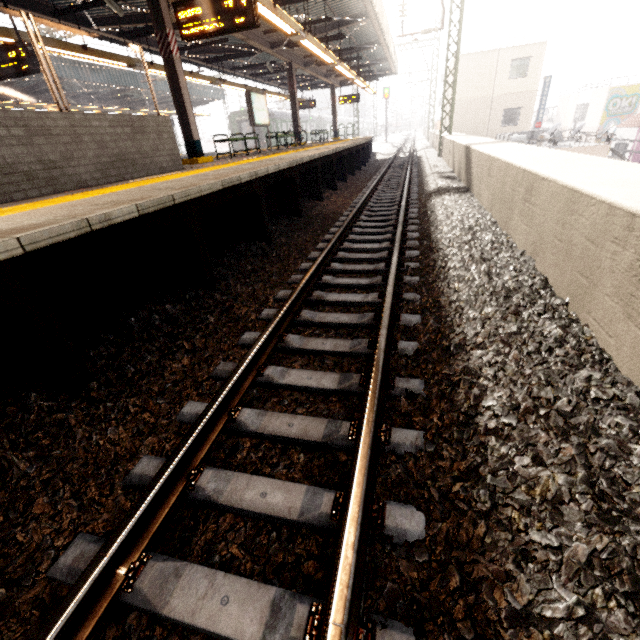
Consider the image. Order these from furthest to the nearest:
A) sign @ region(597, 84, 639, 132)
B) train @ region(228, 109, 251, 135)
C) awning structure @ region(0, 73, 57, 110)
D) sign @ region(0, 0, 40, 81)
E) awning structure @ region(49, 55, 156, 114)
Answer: train @ region(228, 109, 251, 135) → sign @ region(597, 84, 639, 132) → awning structure @ region(49, 55, 156, 114) → awning structure @ region(0, 73, 57, 110) → sign @ region(0, 0, 40, 81)

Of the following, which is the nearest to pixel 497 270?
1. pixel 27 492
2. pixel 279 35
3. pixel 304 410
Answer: pixel 304 410

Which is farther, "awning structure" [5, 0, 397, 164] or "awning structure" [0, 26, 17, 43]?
"awning structure" [5, 0, 397, 164]

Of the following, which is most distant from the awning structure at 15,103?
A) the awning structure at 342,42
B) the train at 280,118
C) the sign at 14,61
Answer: the sign at 14,61

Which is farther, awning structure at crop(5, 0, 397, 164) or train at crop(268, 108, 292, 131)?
train at crop(268, 108, 292, 131)

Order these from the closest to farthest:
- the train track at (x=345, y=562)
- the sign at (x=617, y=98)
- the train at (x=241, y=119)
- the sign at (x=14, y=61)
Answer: the train track at (x=345, y=562)
the sign at (x=14, y=61)
the sign at (x=617, y=98)
the train at (x=241, y=119)

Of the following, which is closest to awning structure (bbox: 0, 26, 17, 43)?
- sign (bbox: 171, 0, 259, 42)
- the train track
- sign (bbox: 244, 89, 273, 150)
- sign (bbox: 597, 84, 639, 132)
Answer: sign (bbox: 171, 0, 259, 42)

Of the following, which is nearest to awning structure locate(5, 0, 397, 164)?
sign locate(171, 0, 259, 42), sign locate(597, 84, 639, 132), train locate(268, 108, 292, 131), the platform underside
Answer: sign locate(171, 0, 259, 42)
